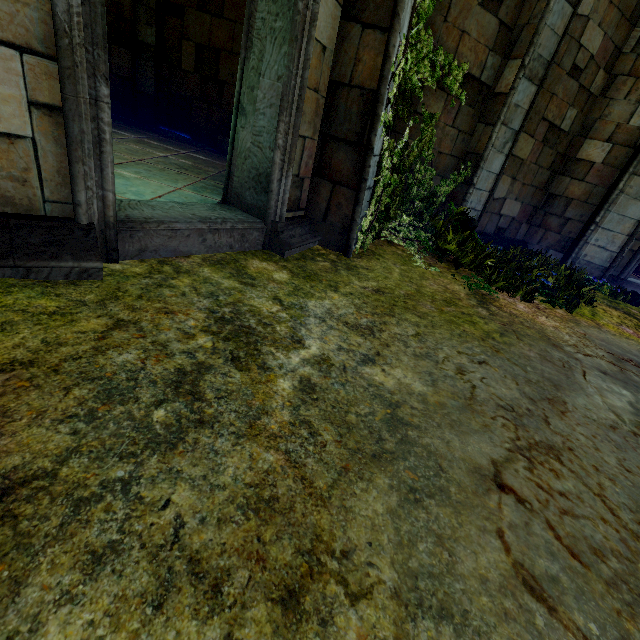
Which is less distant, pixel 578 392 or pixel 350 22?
pixel 578 392
